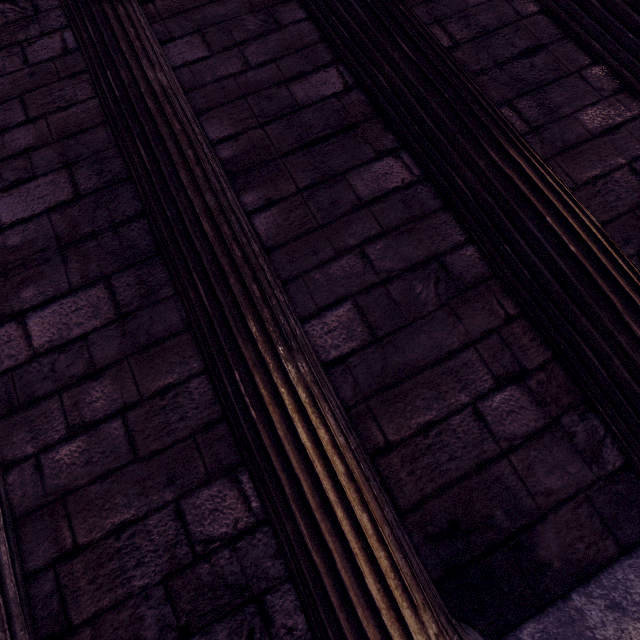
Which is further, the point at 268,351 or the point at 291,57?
the point at 291,57
